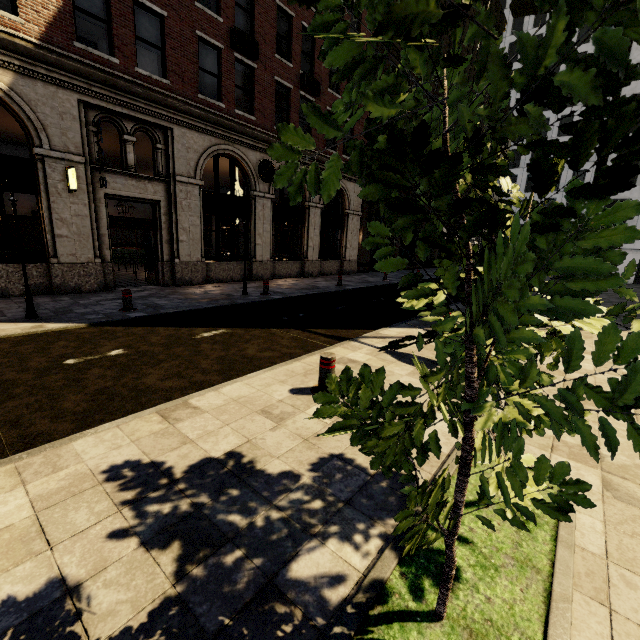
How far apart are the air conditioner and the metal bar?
13.2m

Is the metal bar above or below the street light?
below

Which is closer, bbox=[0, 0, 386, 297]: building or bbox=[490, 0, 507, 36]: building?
bbox=[0, 0, 386, 297]: building

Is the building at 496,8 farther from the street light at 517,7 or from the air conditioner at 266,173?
the street light at 517,7

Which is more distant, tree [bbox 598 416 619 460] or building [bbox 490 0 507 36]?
building [bbox 490 0 507 36]

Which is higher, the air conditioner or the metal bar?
the air conditioner

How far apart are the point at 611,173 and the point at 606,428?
0.8m

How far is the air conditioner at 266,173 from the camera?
15.2 meters
